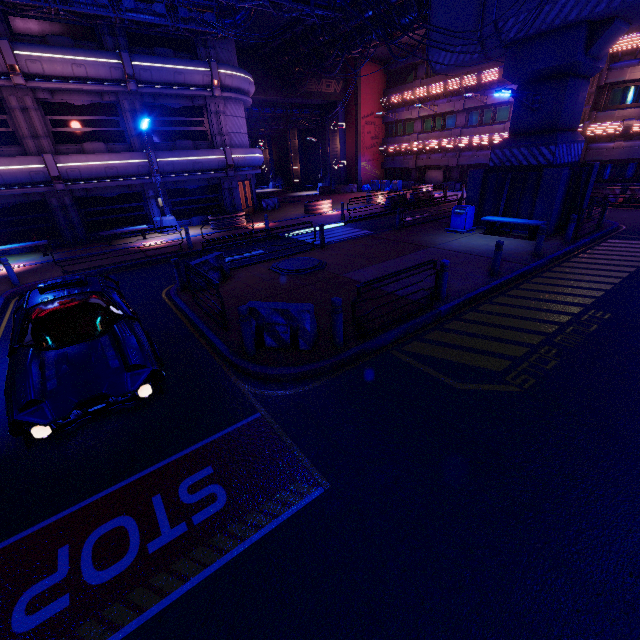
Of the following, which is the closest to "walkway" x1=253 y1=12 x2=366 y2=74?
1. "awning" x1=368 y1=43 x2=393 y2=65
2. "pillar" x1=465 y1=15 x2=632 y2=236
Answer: "pillar" x1=465 y1=15 x2=632 y2=236

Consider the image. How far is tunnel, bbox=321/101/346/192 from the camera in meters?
35.8

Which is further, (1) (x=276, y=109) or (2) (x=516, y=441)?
(1) (x=276, y=109)

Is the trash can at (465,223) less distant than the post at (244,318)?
No

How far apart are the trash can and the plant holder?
10.71m

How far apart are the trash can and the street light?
16.0 meters

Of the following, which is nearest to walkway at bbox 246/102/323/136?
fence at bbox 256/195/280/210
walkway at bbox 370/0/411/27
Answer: walkway at bbox 370/0/411/27

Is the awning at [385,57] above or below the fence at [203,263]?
above
